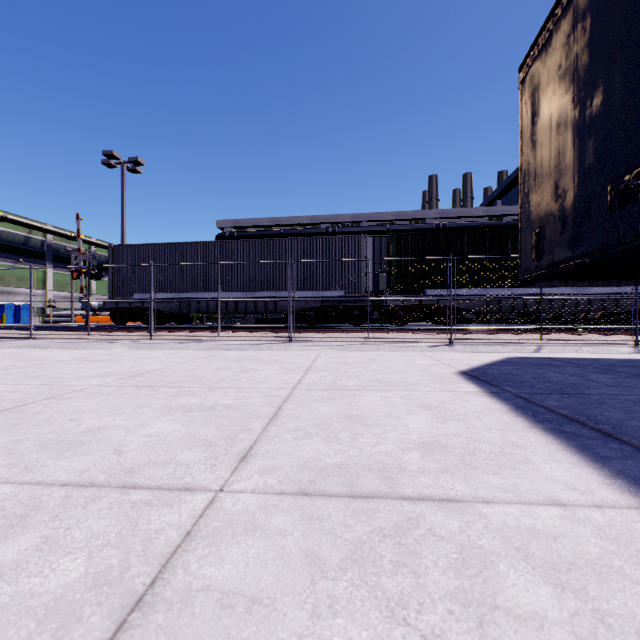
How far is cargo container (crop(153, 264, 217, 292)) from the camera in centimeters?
1479cm

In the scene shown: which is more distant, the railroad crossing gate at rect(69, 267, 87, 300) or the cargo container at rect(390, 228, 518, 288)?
the railroad crossing gate at rect(69, 267, 87, 300)

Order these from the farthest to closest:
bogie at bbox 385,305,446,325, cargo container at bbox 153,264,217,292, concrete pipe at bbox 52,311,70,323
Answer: concrete pipe at bbox 52,311,70,323 → cargo container at bbox 153,264,217,292 → bogie at bbox 385,305,446,325

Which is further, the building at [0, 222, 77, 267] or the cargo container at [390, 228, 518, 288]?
the building at [0, 222, 77, 267]

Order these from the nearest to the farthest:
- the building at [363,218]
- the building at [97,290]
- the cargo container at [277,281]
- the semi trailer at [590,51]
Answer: the semi trailer at [590,51], the cargo container at [277,281], the building at [363,218], the building at [97,290]

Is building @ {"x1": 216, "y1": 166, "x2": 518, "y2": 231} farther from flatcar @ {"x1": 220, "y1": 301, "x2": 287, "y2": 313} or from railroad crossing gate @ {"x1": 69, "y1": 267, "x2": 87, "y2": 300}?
flatcar @ {"x1": 220, "y1": 301, "x2": 287, "y2": 313}

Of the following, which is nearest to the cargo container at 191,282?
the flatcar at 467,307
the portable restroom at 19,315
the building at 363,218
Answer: the flatcar at 467,307

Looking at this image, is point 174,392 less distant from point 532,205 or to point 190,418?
point 190,418
